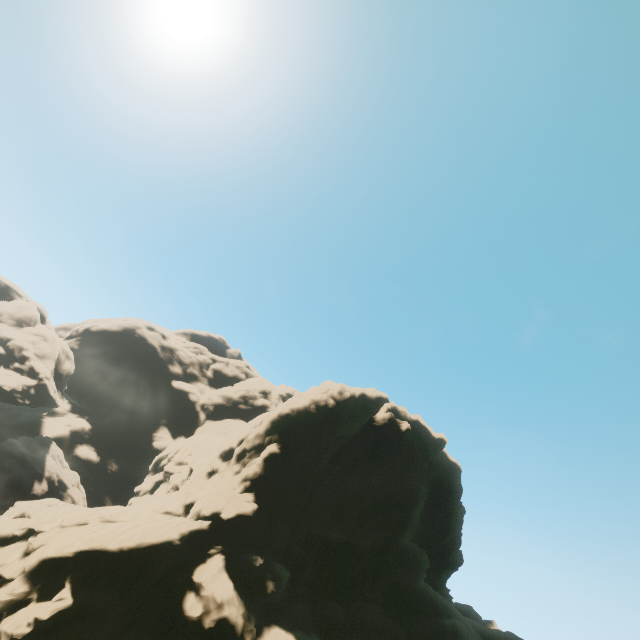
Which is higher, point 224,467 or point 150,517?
point 224,467

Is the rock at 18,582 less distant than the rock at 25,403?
Yes

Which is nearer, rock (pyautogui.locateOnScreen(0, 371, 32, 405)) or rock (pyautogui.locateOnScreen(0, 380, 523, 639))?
rock (pyautogui.locateOnScreen(0, 380, 523, 639))
